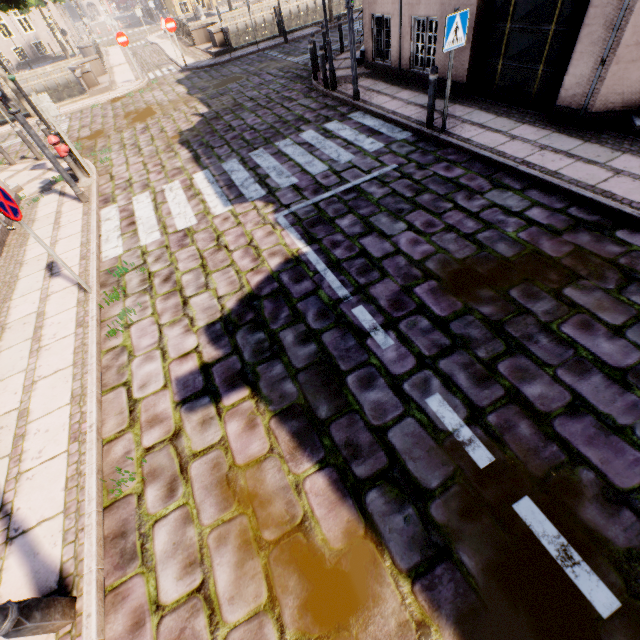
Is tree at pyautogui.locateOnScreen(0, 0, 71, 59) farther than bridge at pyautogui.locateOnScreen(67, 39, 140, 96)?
No

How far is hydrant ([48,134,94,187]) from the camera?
7.8m

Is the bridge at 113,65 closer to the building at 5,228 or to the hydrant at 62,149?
the building at 5,228

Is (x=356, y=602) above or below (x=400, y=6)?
below

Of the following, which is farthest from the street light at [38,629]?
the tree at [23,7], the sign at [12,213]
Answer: the tree at [23,7]

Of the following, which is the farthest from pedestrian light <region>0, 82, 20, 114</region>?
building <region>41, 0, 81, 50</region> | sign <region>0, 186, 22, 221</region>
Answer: building <region>41, 0, 81, 50</region>

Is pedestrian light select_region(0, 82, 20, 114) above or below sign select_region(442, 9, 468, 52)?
above

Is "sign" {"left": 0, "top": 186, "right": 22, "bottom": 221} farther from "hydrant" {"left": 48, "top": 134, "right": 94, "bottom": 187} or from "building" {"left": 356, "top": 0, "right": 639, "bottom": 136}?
"hydrant" {"left": 48, "top": 134, "right": 94, "bottom": 187}
